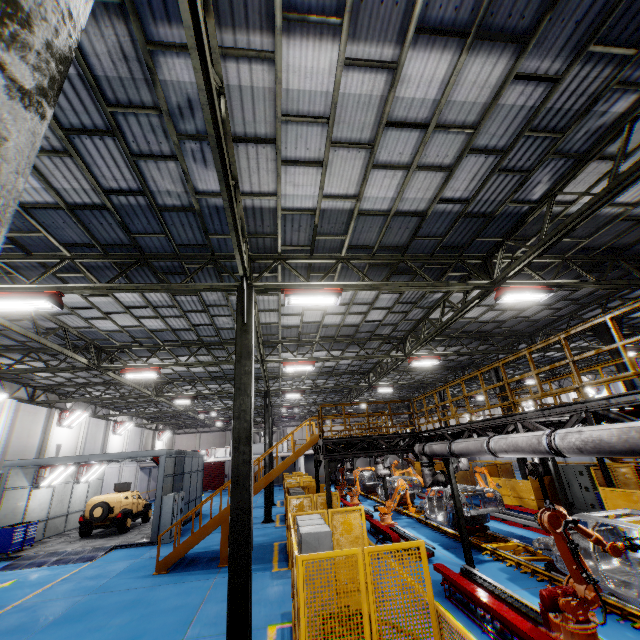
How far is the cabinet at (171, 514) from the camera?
16.70m

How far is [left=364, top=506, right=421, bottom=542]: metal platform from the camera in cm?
1207

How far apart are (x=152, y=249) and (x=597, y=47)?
10.04m

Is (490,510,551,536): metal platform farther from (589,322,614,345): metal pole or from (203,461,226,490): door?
(203,461,226,490): door

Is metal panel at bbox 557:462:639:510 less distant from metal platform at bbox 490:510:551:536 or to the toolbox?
metal platform at bbox 490:510:551:536

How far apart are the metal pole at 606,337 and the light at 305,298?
12.6m

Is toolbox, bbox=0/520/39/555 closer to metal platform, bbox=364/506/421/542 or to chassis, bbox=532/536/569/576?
metal platform, bbox=364/506/421/542

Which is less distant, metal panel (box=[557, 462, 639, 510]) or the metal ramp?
metal panel (box=[557, 462, 639, 510])
